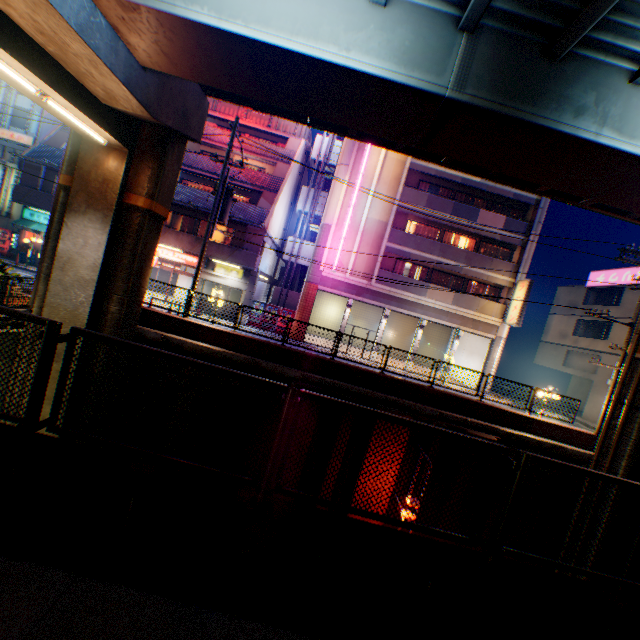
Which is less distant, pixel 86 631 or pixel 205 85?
pixel 86 631

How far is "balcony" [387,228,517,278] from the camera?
23.8 meters

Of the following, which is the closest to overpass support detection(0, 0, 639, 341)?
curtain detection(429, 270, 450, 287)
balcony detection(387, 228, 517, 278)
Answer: balcony detection(387, 228, 517, 278)

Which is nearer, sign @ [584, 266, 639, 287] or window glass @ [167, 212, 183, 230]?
window glass @ [167, 212, 183, 230]

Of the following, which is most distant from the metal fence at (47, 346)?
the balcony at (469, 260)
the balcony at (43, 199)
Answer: the balcony at (469, 260)

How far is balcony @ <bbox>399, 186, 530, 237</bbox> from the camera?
23.59m

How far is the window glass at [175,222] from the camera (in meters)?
24.80

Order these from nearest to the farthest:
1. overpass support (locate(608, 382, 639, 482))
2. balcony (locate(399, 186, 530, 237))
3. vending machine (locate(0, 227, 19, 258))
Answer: overpass support (locate(608, 382, 639, 482)) < balcony (locate(399, 186, 530, 237)) < vending machine (locate(0, 227, 19, 258))
